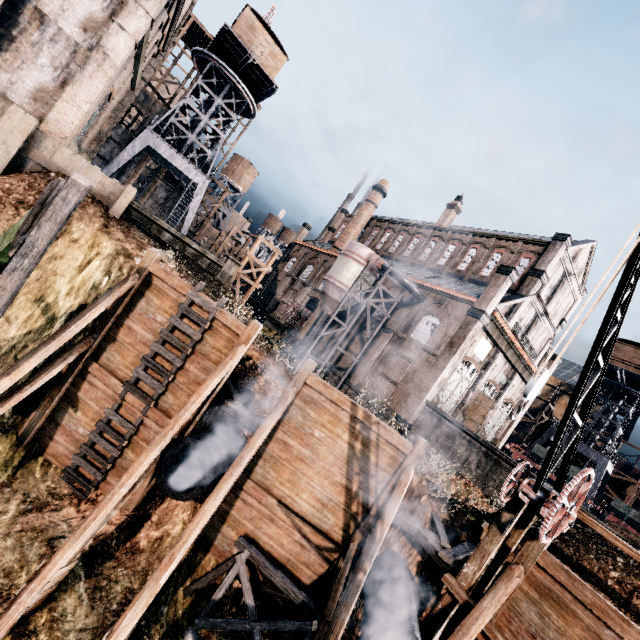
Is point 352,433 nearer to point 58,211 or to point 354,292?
point 58,211

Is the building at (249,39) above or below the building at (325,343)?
above

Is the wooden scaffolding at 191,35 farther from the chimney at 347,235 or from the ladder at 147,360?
the ladder at 147,360

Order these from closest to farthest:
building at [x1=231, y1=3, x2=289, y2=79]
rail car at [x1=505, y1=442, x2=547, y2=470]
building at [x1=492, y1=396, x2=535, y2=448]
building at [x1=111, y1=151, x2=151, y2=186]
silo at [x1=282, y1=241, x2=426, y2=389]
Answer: building at [x1=231, y1=3, x2=289, y2=79], silo at [x1=282, y1=241, x2=426, y2=389], rail car at [x1=505, y1=442, x2=547, y2=470], building at [x1=492, y1=396, x2=535, y2=448], building at [x1=111, y1=151, x2=151, y2=186]

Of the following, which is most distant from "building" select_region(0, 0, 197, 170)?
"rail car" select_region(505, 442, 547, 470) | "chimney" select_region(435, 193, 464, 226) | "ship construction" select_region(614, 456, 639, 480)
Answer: "ship construction" select_region(614, 456, 639, 480)

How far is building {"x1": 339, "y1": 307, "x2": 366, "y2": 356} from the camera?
34.7m

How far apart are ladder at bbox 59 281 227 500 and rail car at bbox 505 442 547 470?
34.92m

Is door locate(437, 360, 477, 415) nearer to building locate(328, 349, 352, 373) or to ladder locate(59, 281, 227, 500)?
building locate(328, 349, 352, 373)
